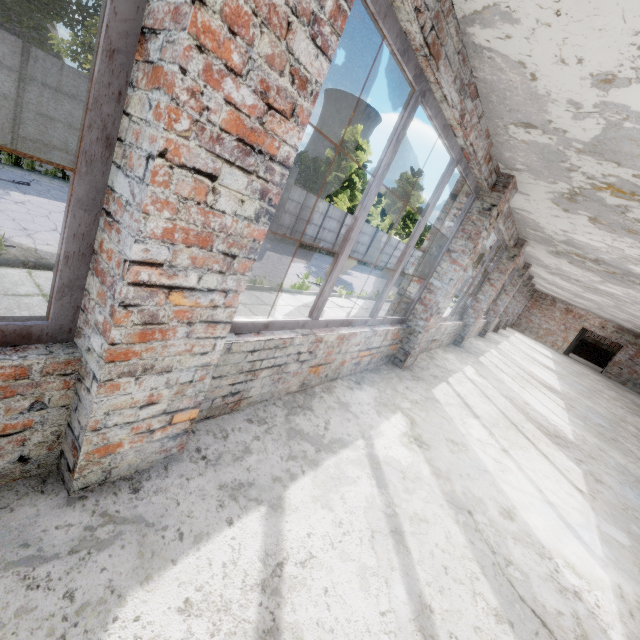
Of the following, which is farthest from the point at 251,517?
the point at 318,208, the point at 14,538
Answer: the point at 318,208
